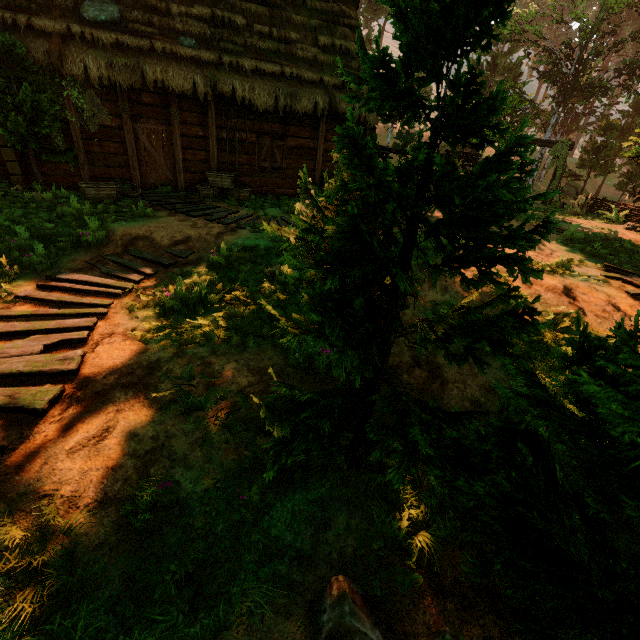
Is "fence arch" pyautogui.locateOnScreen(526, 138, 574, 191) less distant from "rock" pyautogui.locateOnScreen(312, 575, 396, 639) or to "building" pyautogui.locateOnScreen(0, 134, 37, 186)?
"building" pyautogui.locateOnScreen(0, 134, 37, 186)

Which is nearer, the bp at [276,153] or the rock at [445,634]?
the rock at [445,634]

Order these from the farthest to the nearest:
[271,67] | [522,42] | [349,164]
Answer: [522,42] → [271,67] → [349,164]

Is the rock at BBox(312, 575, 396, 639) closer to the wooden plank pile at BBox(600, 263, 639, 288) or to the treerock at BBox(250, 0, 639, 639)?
the treerock at BBox(250, 0, 639, 639)

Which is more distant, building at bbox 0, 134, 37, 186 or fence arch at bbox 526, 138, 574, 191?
fence arch at bbox 526, 138, 574, 191

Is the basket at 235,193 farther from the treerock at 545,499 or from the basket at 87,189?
the treerock at 545,499

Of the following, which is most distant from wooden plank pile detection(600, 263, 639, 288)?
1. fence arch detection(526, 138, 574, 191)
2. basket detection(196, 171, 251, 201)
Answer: fence arch detection(526, 138, 574, 191)

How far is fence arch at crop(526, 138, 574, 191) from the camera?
19.4m
